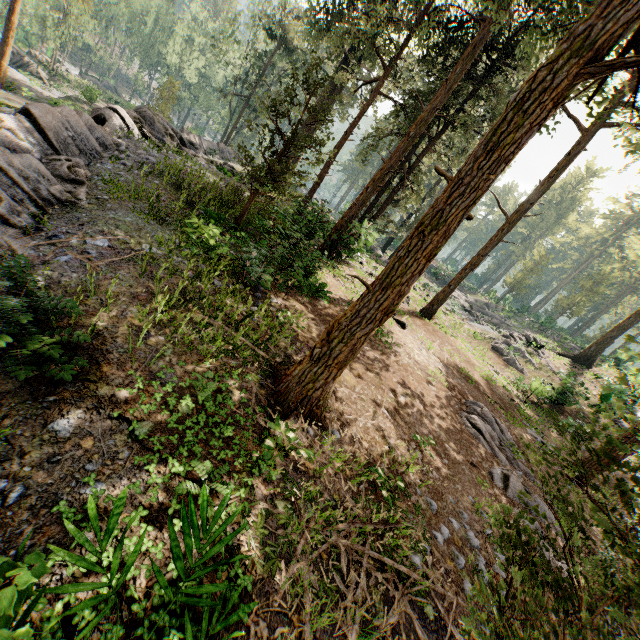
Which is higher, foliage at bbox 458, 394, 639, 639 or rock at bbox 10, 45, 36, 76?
foliage at bbox 458, 394, 639, 639

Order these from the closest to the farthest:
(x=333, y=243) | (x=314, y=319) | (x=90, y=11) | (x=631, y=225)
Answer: (x=314, y=319) → (x=333, y=243) → (x=90, y=11) → (x=631, y=225)

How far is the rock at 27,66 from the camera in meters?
37.4

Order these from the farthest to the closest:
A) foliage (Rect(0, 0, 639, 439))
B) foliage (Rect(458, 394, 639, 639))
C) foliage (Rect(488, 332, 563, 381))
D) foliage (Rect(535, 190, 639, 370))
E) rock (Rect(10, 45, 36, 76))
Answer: rock (Rect(10, 45, 36, 76))
foliage (Rect(535, 190, 639, 370))
foliage (Rect(488, 332, 563, 381))
foliage (Rect(0, 0, 639, 439))
foliage (Rect(458, 394, 639, 639))

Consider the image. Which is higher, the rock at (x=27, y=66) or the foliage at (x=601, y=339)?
the foliage at (x=601, y=339)

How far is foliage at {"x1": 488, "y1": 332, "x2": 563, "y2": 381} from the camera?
24.6m

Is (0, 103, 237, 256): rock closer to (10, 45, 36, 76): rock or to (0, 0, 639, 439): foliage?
(0, 0, 639, 439): foliage

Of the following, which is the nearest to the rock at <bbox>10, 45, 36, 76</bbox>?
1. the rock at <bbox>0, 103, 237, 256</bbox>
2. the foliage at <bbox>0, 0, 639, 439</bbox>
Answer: the foliage at <bbox>0, 0, 639, 439</bbox>
